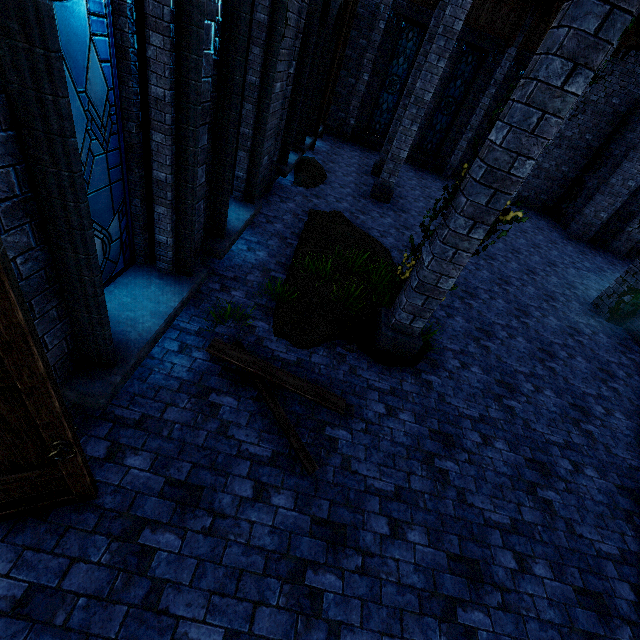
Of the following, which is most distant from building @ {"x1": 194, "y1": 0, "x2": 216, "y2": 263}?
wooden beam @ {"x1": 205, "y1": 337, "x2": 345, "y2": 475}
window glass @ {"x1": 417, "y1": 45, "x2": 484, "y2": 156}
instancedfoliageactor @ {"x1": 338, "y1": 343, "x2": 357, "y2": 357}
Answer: instancedfoliageactor @ {"x1": 338, "y1": 343, "x2": 357, "y2": 357}

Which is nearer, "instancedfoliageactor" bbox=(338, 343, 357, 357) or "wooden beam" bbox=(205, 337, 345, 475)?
"wooden beam" bbox=(205, 337, 345, 475)

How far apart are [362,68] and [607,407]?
17.0m

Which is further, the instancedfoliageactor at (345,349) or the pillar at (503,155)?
the instancedfoliageactor at (345,349)

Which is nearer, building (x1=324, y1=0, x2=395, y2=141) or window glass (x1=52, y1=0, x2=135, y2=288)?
window glass (x1=52, y1=0, x2=135, y2=288)

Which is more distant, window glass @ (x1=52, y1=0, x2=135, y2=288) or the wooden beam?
the wooden beam

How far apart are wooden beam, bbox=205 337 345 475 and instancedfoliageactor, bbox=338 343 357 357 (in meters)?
0.76

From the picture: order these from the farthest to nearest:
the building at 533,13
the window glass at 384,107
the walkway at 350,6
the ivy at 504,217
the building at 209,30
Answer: the window glass at 384,107
the building at 533,13
the walkway at 350,6
the ivy at 504,217
the building at 209,30
